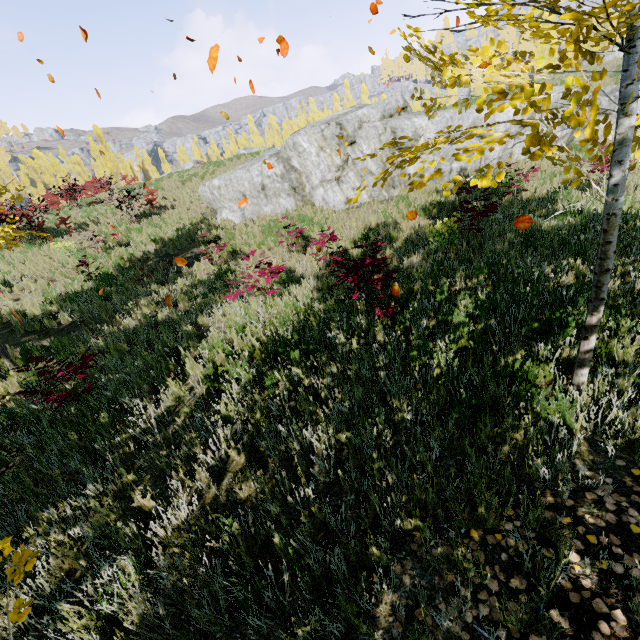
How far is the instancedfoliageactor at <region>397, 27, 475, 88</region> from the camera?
2.1m

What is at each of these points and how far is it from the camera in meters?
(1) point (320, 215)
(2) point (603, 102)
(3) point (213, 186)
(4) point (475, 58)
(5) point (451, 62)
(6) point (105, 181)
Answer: (1) instancedfoliageactor, 12.0
(2) rock, 13.8
(3) rock, 13.7
(4) instancedfoliageactor, 2.1
(5) instancedfoliageactor, 2.2
(6) instancedfoliageactor, 19.0

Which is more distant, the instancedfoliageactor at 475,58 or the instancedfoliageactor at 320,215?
the instancedfoliageactor at 320,215

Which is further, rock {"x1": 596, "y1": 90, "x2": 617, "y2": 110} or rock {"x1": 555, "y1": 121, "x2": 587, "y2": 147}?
rock {"x1": 596, "y1": 90, "x2": 617, "y2": 110}

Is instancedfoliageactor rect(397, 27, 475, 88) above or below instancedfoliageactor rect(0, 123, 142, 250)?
below

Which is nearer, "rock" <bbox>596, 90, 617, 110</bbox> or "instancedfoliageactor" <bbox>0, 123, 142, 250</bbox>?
"instancedfoliageactor" <bbox>0, 123, 142, 250</bbox>

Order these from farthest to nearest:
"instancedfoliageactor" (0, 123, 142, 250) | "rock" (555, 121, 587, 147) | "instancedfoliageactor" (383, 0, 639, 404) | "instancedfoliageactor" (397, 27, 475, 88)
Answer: "rock" (555, 121, 587, 147)
"instancedfoliageactor" (0, 123, 142, 250)
"instancedfoliageactor" (397, 27, 475, 88)
"instancedfoliageactor" (383, 0, 639, 404)

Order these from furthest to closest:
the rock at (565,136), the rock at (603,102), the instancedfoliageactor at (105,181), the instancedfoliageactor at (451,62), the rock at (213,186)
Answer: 1. the rock at (603,102)
2. the rock at (565,136)
3. the rock at (213,186)
4. the instancedfoliageactor at (105,181)
5. the instancedfoliageactor at (451,62)
